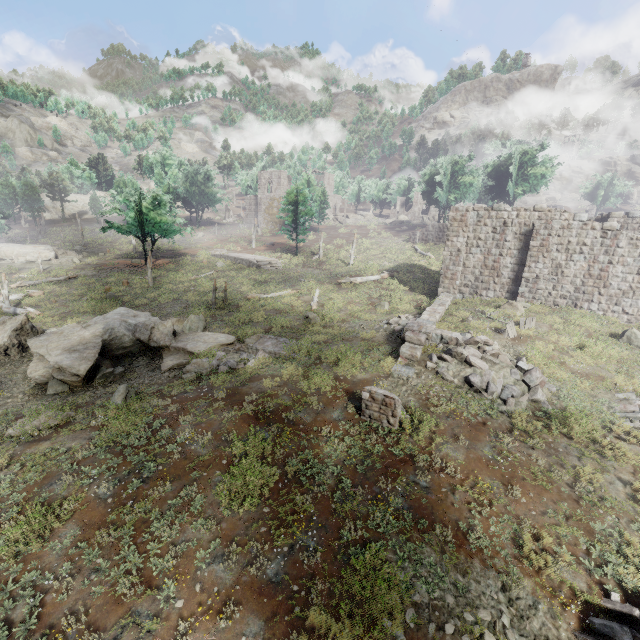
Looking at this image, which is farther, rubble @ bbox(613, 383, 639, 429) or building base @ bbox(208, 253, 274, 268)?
building base @ bbox(208, 253, 274, 268)

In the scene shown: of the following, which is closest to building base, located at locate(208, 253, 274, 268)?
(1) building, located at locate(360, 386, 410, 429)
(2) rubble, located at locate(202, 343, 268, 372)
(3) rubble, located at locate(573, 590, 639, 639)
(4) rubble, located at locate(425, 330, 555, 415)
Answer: (2) rubble, located at locate(202, 343, 268, 372)

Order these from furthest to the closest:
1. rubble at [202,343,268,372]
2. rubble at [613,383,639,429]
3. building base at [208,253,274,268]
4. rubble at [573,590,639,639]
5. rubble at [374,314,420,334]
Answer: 1. building base at [208,253,274,268]
2. rubble at [374,314,420,334]
3. rubble at [202,343,268,372]
4. rubble at [613,383,639,429]
5. rubble at [573,590,639,639]

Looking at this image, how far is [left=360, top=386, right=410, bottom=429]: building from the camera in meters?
10.6 m

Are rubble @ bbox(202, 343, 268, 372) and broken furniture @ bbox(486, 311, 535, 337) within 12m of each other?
no

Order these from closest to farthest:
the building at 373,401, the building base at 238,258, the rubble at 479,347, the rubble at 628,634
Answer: the rubble at 628,634, the building at 373,401, the rubble at 479,347, the building base at 238,258

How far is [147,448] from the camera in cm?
966

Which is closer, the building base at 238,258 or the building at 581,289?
the building at 581,289
